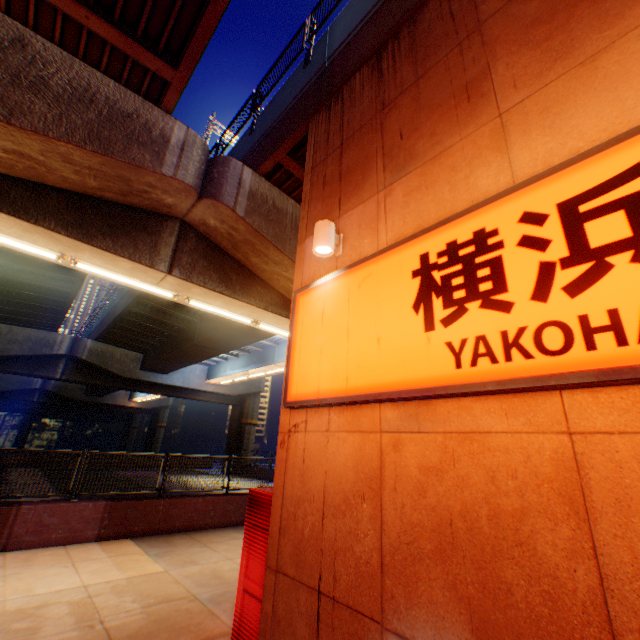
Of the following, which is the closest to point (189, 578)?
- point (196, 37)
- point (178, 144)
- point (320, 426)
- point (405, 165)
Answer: point (320, 426)

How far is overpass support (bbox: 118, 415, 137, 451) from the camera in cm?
5825

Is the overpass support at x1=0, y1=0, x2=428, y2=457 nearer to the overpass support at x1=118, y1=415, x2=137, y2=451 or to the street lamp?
the street lamp

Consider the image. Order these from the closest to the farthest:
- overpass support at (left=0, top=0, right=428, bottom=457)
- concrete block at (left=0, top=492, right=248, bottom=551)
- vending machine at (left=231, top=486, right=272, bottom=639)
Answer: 1. vending machine at (left=231, top=486, right=272, bottom=639)
2. overpass support at (left=0, top=0, right=428, bottom=457)
3. concrete block at (left=0, top=492, right=248, bottom=551)

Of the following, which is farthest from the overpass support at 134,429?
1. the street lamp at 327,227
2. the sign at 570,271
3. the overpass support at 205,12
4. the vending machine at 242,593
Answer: the street lamp at 327,227

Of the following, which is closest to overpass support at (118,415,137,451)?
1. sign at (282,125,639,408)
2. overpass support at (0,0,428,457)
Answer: overpass support at (0,0,428,457)

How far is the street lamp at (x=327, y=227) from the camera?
4.18m

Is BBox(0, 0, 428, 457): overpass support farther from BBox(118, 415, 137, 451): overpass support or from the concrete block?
BBox(118, 415, 137, 451): overpass support
